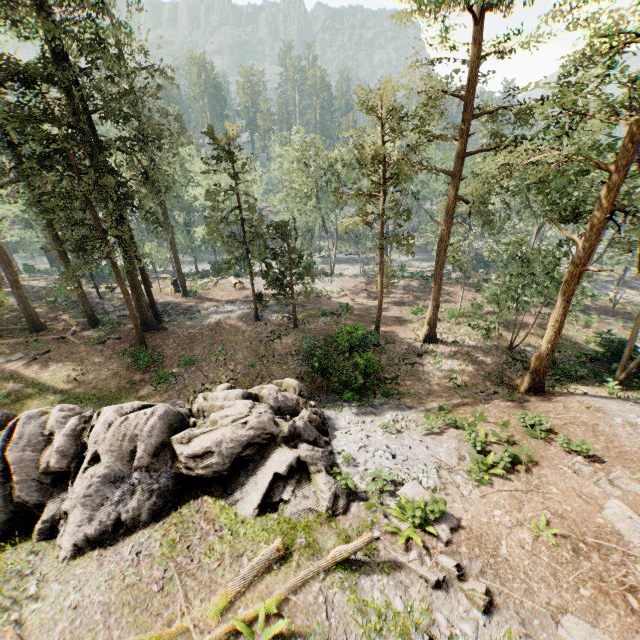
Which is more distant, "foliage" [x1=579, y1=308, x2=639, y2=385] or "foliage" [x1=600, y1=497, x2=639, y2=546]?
"foliage" [x1=579, y1=308, x2=639, y2=385]

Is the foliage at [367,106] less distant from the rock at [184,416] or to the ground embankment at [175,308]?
the ground embankment at [175,308]

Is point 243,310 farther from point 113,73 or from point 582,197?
point 582,197

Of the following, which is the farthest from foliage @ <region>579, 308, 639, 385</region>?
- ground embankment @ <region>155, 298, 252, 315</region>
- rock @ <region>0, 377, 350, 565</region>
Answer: rock @ <region>0, 377, 350, 565</region>

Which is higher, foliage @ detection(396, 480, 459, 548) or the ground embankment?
foliage @ detection(396, 480, 459, 548)

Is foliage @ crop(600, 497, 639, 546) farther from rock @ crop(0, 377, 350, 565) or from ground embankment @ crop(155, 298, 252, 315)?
rock @ crop(0, 377, 350, 565)

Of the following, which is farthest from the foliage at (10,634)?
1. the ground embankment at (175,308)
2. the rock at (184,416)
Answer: the rock at (184,416)

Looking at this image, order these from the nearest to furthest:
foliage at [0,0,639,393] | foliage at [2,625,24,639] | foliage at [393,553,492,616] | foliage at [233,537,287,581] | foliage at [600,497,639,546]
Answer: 1. foliage at [2,625,24,639]
2. foliage at [393,553,492,616]
3. foliage at [233,537,287,581]
4. foliage at [600,497,639,546]
5. foliage at [0,0,639,393]
